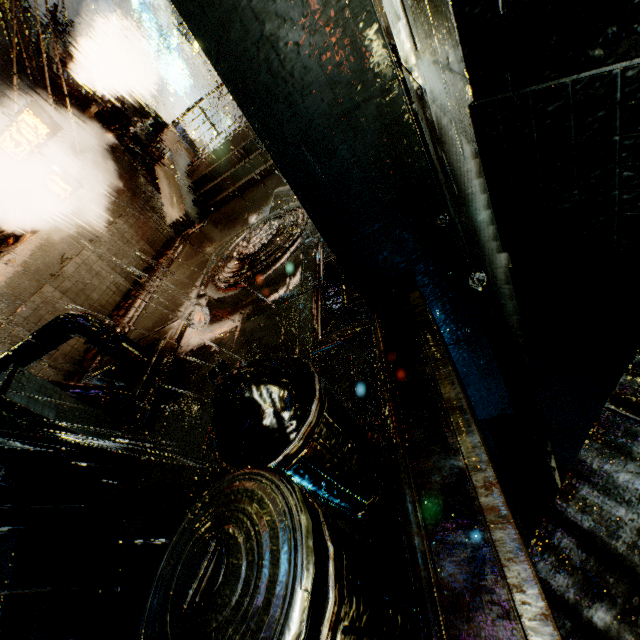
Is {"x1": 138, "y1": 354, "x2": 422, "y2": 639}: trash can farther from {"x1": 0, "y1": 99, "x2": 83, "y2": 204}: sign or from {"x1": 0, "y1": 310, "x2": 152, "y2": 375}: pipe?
{"x1": 0, "y1": 99, "x2": 83, "y2": 204}: sign

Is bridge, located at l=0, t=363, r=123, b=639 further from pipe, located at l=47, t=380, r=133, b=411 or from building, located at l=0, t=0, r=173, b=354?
pipe, located at l=47, t=380, r=133, b=411

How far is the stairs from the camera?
10.9m

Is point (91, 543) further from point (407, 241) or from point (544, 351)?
point (544, 351)

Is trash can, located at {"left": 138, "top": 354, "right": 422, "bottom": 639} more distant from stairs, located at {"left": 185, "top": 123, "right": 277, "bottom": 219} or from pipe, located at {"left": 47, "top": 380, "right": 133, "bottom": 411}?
stairs, located at {"left": 185, "top": 123, "right": 277, "bottom": 219}

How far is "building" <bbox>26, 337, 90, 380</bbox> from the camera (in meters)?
8.30

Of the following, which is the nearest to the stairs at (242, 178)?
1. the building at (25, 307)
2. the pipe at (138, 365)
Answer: the building at (25, 307)

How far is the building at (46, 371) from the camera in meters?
8.3
